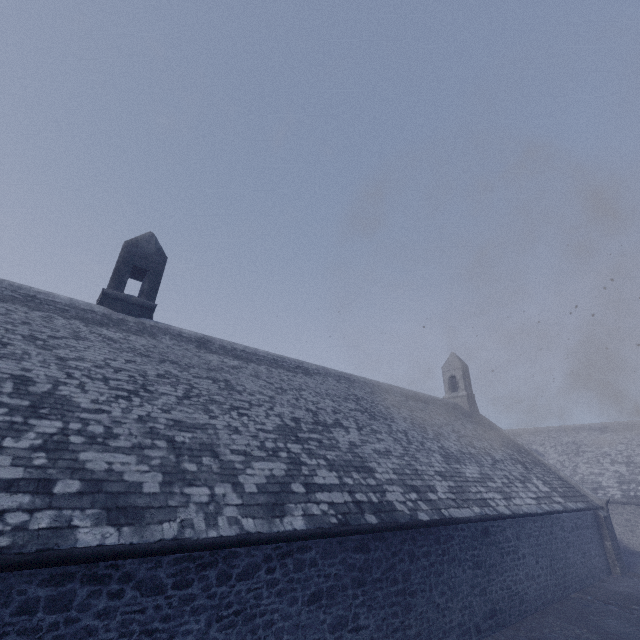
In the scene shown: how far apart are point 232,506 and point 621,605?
15.31m
